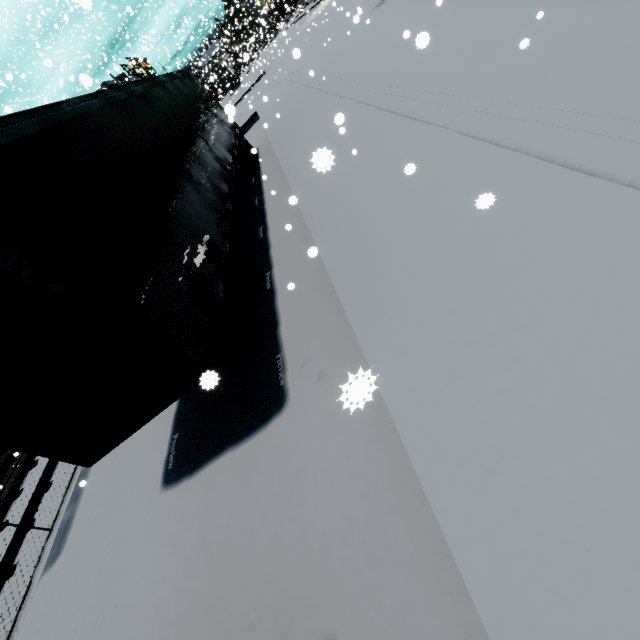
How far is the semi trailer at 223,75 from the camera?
37.50m

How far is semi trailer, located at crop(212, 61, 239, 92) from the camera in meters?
37.5 m

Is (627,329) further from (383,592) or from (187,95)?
(187,95)

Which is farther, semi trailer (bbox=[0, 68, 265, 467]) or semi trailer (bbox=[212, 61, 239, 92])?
semi trailer (bbox=[212, 61, 239, 92])

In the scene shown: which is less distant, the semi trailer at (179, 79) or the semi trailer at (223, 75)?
the semi trailer at (179, 79)
